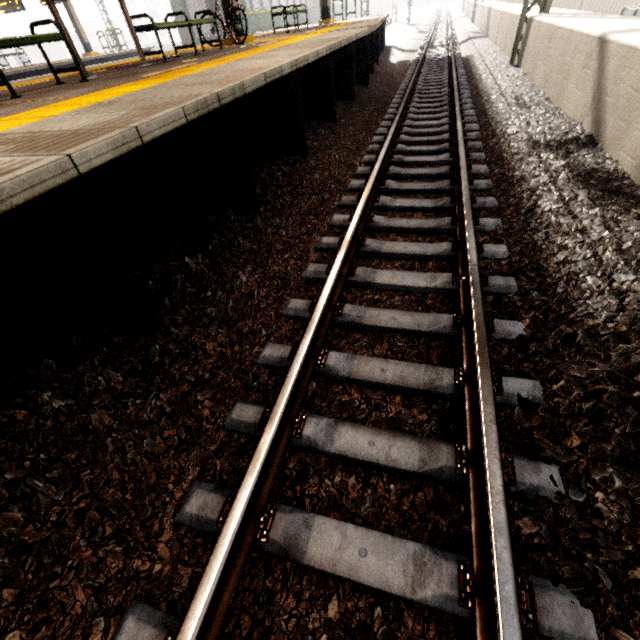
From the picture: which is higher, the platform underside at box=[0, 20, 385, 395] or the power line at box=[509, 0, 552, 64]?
the power line at box=[509, 0, 552, 64]

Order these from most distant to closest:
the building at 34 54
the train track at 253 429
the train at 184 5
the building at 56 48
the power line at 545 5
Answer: the building at 56 48 → the building at 34 54 → the train at 184 5 → the power line at 545 5 → the train track at 253 429

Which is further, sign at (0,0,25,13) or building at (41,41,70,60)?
building at (41,41,70,60)

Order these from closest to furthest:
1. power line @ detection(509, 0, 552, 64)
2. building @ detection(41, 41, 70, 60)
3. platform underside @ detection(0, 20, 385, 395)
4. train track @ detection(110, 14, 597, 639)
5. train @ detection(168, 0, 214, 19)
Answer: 1. train track @ detection(110, 14, 597, 639)
2. platform underside @ detection(0, 20, 385, 395)
3. power line @ detection(509, 0, 552, 64)
4. train @ detection(168, 0, 214, 19)
5. building @ detection(41, 41, 70, 60)

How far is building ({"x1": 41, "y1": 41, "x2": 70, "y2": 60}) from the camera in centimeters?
4831cm

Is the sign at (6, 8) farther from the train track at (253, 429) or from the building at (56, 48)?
the building at (56, 48)

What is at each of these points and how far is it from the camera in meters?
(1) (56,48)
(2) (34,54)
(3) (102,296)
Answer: (1) building, 49.5 m
(2) building, 46.9 m
(3) platform underside, 2.2 m

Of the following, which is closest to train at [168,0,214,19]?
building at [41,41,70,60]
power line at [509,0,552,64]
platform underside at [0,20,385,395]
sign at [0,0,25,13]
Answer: sign at [0,0,25,13]
